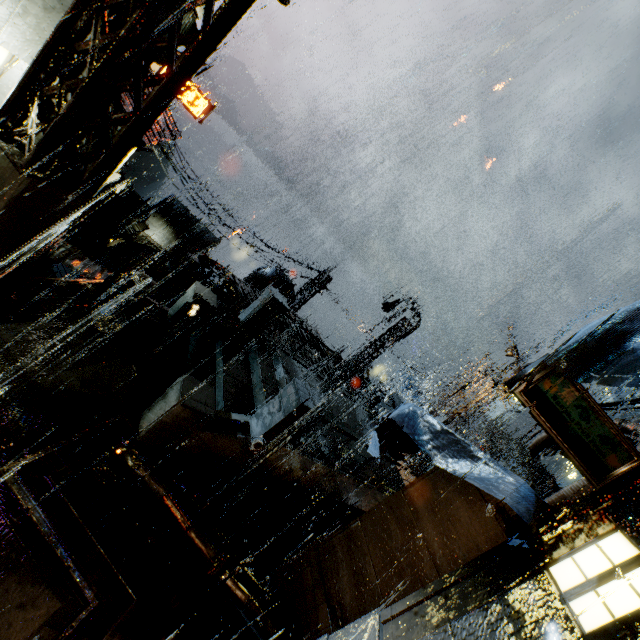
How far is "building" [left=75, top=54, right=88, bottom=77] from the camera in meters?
5.9

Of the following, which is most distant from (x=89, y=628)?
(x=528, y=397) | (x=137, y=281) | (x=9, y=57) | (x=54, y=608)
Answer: (x=9, y=57)

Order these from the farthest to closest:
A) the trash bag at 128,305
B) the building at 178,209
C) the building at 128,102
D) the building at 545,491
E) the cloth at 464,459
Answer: the building at 545,491
the building at 178,209
the trash bag at 128,305
the building at 128,102
the cloth at 464,459

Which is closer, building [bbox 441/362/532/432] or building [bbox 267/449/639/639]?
building [bbox 267/449/639/639]

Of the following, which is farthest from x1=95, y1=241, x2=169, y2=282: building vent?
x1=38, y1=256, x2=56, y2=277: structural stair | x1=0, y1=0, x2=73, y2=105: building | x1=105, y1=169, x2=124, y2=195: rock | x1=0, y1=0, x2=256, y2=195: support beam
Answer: x1=105, y1=169, x2=124, y2=195: rock

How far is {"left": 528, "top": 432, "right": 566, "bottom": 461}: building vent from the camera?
11.6 meters

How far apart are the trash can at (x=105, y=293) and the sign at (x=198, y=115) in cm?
1984

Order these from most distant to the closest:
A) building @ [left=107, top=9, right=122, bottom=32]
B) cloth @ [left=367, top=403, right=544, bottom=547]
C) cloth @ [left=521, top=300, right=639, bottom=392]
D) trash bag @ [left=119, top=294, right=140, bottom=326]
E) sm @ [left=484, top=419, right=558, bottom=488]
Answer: sm @ [left=484, top=419, right=558, bottom=488], trash bag @ [left=119, top=294, right=140, bottom=326], building @ [left=107, top=9, right=122, bottom=32], cloth @ [left=367, top=403, right=544, bottom=547], cloth @ [left=521, top=300, right=639, bottom=392]
